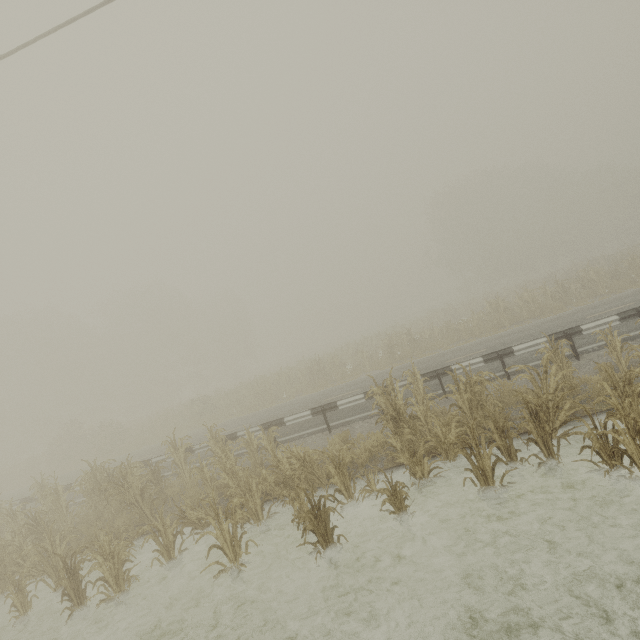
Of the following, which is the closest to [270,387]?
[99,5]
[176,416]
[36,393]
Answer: [176,416]
